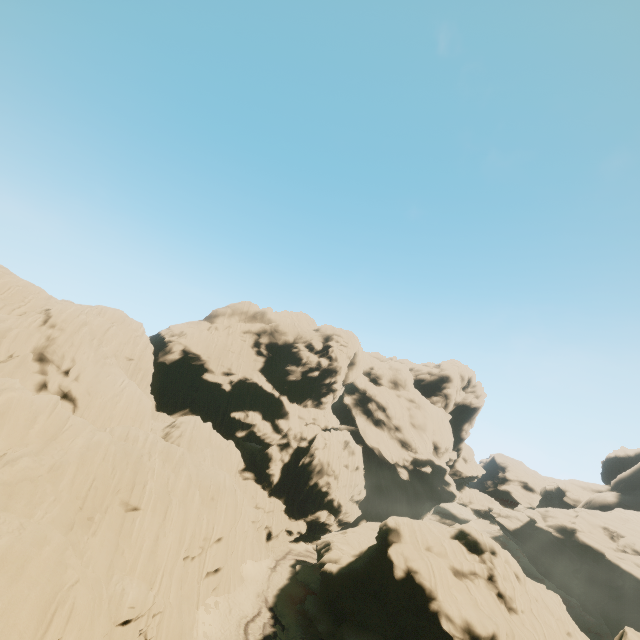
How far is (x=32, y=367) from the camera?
33.4 meters
